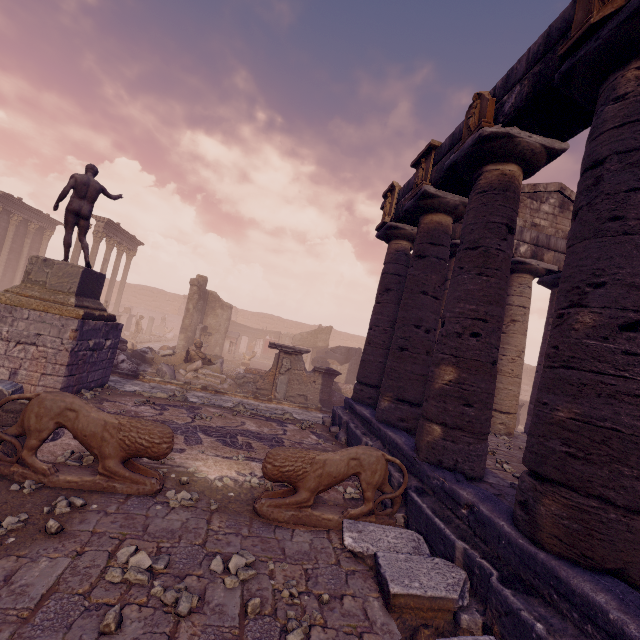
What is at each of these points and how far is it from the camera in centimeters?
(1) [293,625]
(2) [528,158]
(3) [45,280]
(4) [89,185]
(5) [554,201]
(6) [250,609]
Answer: (1) stone, 266cm
(2) column, 524cm
(3) pedestal, 772cm
(4) sculpture, 854cm
(5) pediment, 1101cm
(6) stone, 272cm

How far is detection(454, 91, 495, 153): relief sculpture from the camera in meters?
5.3

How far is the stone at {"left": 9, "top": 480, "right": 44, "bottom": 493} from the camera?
3.61m

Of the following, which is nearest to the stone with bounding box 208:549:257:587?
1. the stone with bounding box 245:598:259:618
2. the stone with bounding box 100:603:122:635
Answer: the stone with bounding box 245:598:259:618

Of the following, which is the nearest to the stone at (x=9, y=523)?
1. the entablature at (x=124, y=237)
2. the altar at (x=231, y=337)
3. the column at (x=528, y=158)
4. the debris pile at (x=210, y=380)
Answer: the column at (x=528, y=158)

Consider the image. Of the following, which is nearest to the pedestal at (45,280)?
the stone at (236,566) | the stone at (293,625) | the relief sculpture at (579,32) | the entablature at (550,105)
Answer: the stone at (236,566)

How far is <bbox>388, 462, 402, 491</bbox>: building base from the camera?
5.3 meters

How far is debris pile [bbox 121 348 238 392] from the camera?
12.3m
